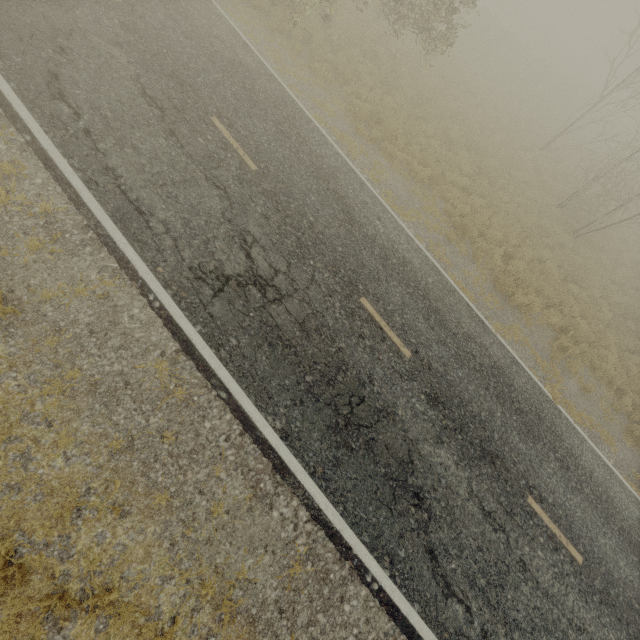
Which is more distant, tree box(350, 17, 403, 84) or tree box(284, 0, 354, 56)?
tree box(350, 17, 403, 84)

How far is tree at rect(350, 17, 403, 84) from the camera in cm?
1362

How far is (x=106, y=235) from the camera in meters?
5.7 m

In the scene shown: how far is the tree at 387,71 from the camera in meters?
13.6

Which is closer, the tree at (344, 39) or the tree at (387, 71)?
the tree at (344, 39)
